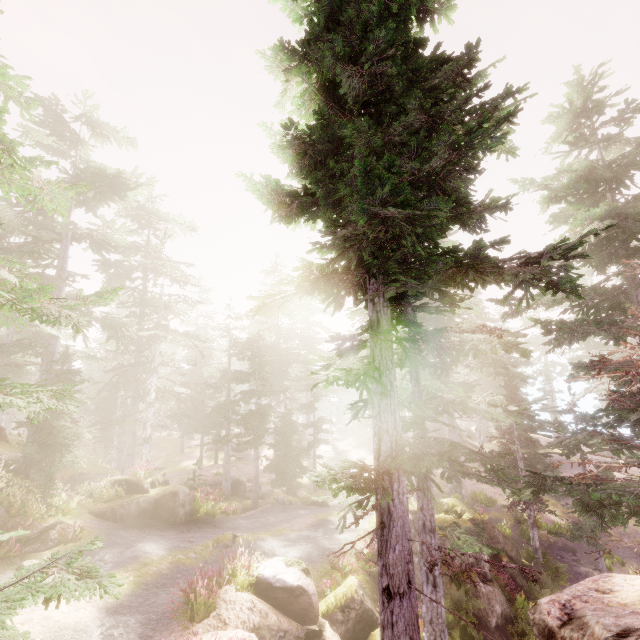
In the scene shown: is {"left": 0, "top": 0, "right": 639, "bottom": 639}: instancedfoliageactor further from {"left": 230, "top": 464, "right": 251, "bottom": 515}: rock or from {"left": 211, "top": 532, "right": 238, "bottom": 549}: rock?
{"left": 211, "top": 532, "right": 238, "bottom": 549}: rock

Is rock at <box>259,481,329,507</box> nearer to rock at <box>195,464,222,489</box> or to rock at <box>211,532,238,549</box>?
rock at <box>211,532,238,549</box>

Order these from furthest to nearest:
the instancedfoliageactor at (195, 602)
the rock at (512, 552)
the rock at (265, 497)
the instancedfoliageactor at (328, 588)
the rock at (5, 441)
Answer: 1. the rock at (265, 497)
2. the rock at (512, 552)
3. the rock at (5, 441)
4. the instancedfoliageactor at (328, 588)
5. the instancedfoliageactor at (195, 602)

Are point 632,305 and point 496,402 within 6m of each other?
yes

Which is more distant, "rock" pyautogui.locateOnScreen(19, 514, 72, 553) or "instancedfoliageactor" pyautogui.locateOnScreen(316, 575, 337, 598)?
"instancedfoliageactor" pyautogui.locateOnScreen(316, 575, 337, 598)

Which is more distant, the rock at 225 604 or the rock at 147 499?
the rock at 147 499

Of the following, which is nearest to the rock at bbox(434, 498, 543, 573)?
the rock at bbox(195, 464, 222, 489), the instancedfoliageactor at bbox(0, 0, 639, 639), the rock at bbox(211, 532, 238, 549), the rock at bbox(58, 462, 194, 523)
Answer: the instancedfoliageactor at bbox(0, 0, 639, 639)
